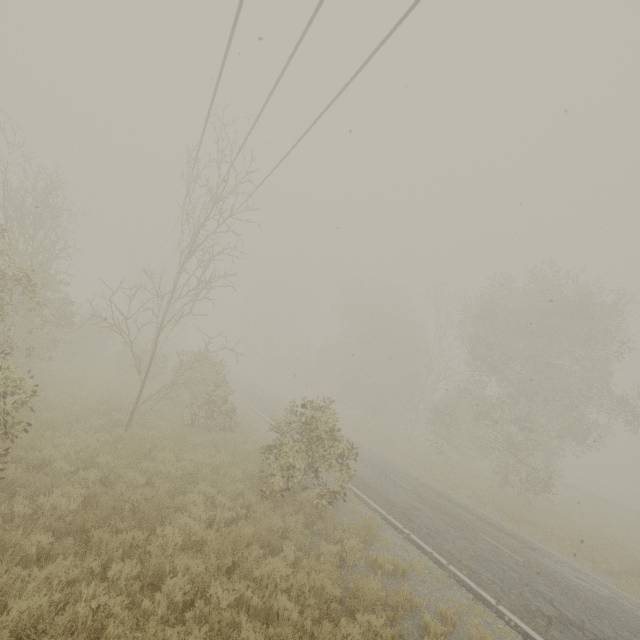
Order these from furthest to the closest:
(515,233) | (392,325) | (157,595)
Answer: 1. (392,325)
2. (515,233)
3. (157,595)
